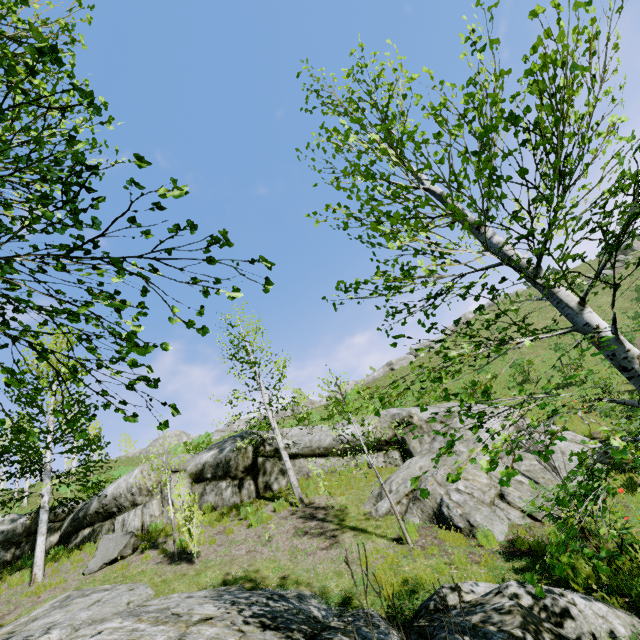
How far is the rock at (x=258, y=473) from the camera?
13.11m

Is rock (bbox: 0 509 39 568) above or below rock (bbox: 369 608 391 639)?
above

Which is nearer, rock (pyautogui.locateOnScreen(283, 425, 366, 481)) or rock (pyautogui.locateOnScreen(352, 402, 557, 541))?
rock (pyautogui.locateOnScreen(352, 402, 557, 541))

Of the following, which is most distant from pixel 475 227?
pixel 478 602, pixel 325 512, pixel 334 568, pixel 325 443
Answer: pixel 325 443

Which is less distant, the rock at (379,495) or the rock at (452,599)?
the rock at (452,599)

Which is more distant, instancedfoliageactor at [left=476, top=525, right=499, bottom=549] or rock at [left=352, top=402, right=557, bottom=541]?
rock at [left=352, top=402, right=557, bottom=541]

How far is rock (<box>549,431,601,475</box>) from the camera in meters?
9.7 m

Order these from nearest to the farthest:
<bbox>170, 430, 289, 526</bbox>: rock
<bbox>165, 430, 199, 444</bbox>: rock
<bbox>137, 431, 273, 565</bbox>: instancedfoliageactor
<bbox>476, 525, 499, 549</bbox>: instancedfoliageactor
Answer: <bbox>476, 525, 499, 549</bbox>: instancedfoliageactor, <bbox>137, 431, 273, 565</bbox>: instancedfoliageactor, <bbox>170, 430, 289, 526</bbox>: rock, <bbox>165, 430, 199, 444</bbox>: rock
